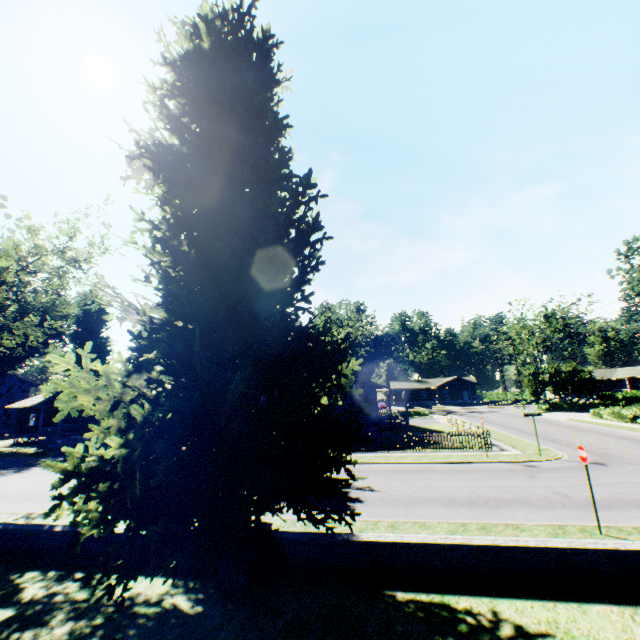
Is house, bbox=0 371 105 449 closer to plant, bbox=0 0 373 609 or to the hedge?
plant, bbox=0 0 373 609

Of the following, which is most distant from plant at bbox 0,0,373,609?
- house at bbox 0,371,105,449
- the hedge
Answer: the hedge

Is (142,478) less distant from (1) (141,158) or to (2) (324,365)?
(2) (324,365)

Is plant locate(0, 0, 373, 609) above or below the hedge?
above

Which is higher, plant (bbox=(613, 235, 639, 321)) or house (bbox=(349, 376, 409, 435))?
plant (bbox=(613, 235, 639, 321))

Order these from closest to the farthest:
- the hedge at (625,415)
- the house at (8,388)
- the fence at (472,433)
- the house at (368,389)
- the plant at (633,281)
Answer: the fence at (472,433) → the plant at (633,281) → the house at (368,389) → the hedge at (625,415) → the house at (8,388)

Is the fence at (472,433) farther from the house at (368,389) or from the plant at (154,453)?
the house at (368,389)

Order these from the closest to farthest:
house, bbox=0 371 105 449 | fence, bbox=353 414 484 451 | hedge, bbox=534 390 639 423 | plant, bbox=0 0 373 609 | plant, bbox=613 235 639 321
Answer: plant, bbox=0 0 373 609
fence, bbox=353 414 484 451
plant, bbox=613 235 639 321
hedge, bbox=534 390 639 423
house, bbox=0 371 105 449
